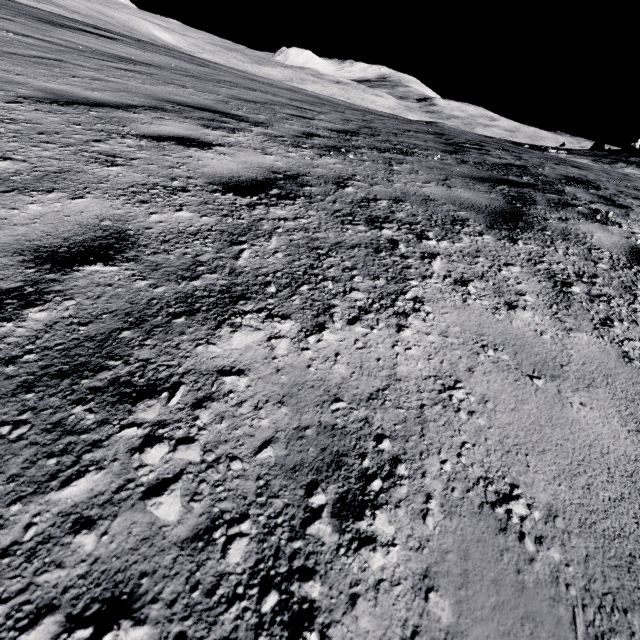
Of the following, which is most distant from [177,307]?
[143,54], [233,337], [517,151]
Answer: [143,54]
